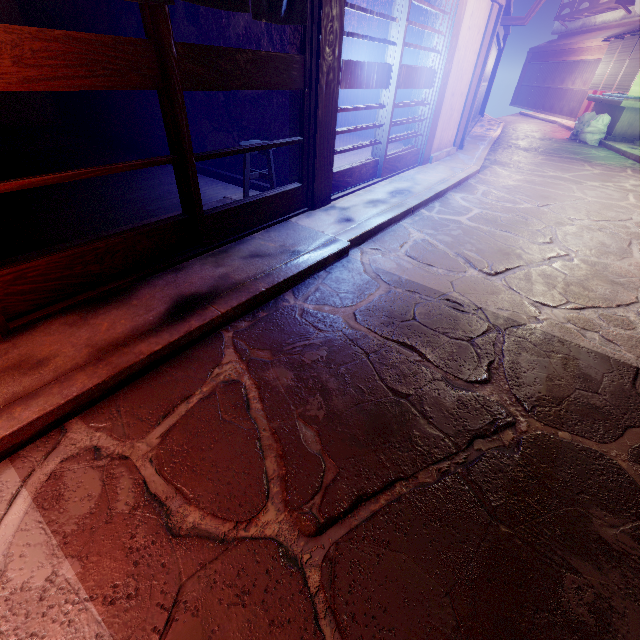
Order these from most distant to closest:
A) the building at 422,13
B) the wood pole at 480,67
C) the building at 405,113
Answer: the building at 405,113 < the building at 422,13 < the wood pole at 480,67

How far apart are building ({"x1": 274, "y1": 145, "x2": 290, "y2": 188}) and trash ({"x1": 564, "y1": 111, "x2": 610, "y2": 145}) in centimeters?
2502cm

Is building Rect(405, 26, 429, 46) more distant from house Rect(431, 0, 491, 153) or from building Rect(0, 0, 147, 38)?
house Rect(431, 0, 491, 153)

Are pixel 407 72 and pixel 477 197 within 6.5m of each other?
yes

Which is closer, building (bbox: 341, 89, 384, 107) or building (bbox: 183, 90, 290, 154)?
building (bbox: 183, 90, 290, 154)

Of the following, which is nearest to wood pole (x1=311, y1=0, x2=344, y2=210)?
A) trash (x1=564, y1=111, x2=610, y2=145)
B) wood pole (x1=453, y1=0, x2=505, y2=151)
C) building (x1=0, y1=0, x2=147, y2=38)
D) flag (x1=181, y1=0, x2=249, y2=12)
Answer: flag (x1=181, y1=0, x2=249, y2=12)

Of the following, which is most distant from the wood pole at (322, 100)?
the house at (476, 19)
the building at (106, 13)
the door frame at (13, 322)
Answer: the house at (476, 19)
